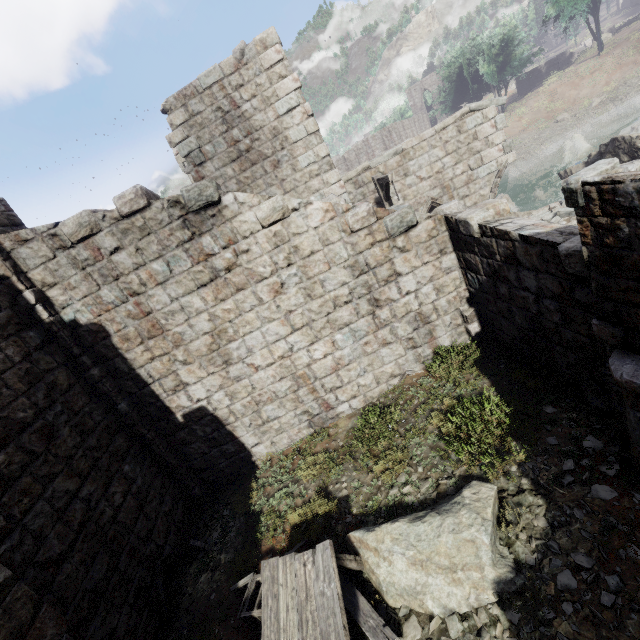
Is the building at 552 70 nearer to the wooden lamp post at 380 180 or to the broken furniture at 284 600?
the wooden lamp post at 380 180

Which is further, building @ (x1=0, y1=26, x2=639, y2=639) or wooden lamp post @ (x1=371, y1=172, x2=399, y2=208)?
wooden lamp post @ (x1=371, y1=172, x2=399, y2=208)

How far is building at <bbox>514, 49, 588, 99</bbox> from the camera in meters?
38.5

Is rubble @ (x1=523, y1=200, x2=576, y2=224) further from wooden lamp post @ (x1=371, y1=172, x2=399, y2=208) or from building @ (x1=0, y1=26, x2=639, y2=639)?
wooden lamp post @ (x1=371, y1=172, x2=399, y2=208)

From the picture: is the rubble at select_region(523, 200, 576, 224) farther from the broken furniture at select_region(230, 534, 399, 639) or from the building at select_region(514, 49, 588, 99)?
the broken furniture at select_region(230, 534, 399, 639)

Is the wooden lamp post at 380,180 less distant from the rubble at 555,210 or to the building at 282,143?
the building at 282,143

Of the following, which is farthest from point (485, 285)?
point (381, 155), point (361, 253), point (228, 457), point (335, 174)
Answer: point (228, 457)
